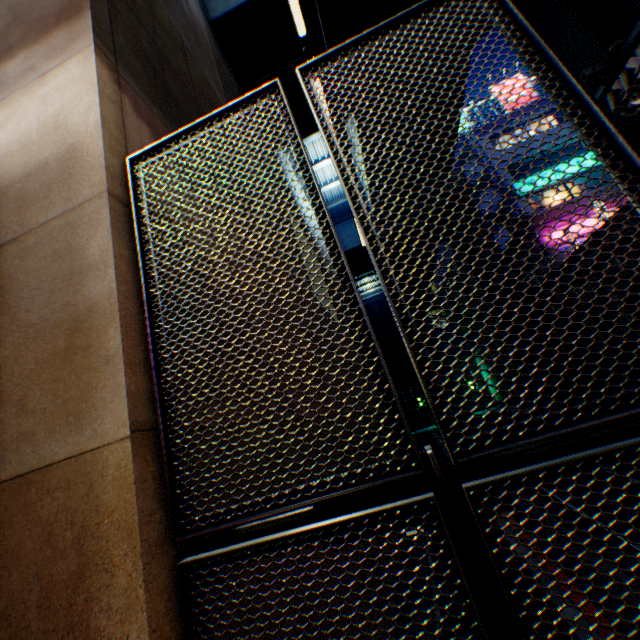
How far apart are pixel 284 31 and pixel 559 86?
10.16m

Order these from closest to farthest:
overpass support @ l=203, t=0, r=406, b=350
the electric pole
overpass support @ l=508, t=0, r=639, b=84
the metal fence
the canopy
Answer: the metal fence → the canopy → the electric pole → overpass support @ l=508, t=0, r=639, b=84 → overpass support @ l=203, t=0, r=406, b=350

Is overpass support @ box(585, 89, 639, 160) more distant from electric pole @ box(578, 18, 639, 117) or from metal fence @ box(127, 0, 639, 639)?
electric pole @ box(578, 18, 639, 117)

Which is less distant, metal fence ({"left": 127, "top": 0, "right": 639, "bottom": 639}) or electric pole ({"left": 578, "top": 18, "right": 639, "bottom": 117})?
metal fence ({"left": 127, "top": 0, "right": 639, "bottom": 639})

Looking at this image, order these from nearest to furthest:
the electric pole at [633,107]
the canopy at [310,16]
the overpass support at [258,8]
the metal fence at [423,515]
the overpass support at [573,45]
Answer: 1. the metal fence at [423,515]
2. the canopy at [310,16]
3. the electric pole at [633,107]
4. the overpass support at [573,45]
5. the overpass support at [258,8]

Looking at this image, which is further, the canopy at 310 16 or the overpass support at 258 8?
the overpass support at 258 8

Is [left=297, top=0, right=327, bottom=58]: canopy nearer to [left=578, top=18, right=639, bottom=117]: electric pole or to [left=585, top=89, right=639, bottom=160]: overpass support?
[left=578, top=18, right=639, bottom=117]: electric pole
